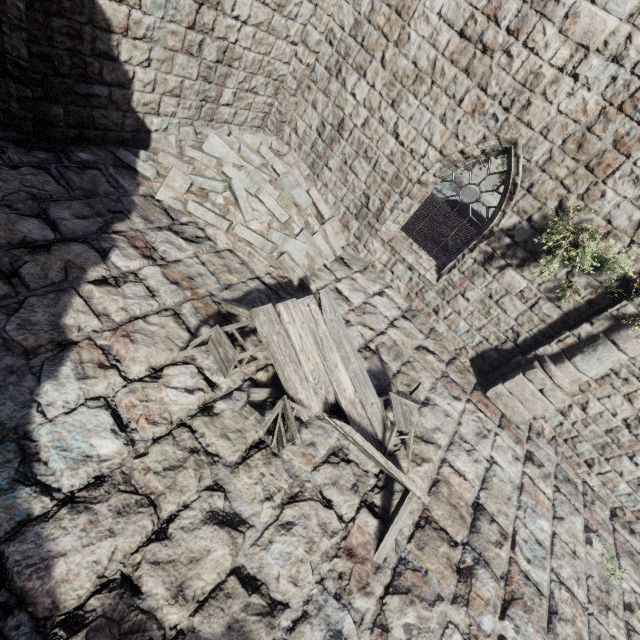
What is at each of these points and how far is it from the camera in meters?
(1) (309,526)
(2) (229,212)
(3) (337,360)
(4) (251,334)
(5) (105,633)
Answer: (1) building, 4.1
(2) rubble, 6.8
(3) broken furniture, 5.3
(4) building, 5.6
(5) rubble, 2.8

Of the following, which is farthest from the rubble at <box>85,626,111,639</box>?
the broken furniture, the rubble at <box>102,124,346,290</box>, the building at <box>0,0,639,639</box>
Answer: the rubble at <box>102,124,346,290</box>

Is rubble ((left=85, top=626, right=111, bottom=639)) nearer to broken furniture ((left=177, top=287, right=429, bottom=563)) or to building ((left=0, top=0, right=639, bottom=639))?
building ((left=0, top=0, right=639, bottom=639))

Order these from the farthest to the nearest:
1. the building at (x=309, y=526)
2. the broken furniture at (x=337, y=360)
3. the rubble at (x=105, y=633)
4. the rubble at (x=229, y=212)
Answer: the rubble at (x=229, y=212) < the broken furniture at (x=337, y=360) < the building at (x=309, y=526) < the rubble at (x=105, y=633)

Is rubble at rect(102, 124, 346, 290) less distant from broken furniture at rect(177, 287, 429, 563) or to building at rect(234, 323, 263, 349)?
building at rect(234, 323, 263, 349)

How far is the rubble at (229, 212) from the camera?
6.53m

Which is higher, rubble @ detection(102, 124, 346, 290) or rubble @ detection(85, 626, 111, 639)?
rubble @ detection(102, 124, 346, 290)
